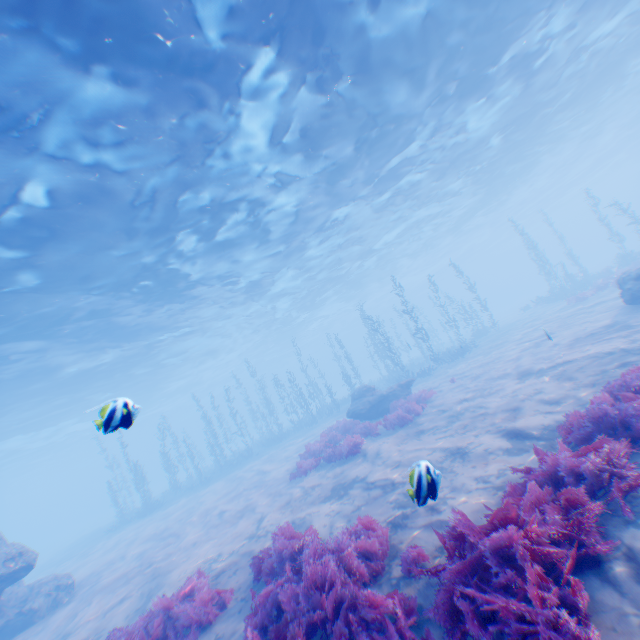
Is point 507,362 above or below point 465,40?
below

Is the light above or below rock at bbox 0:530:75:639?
above

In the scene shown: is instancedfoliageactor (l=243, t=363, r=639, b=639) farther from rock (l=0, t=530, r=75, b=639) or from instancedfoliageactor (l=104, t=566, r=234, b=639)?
rock (l=0, t=530, r=75, b=639)

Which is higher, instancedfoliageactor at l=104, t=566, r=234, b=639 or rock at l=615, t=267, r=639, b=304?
rock at l=615, t=267, r=639, b=304

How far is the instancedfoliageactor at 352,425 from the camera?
12.4 meters

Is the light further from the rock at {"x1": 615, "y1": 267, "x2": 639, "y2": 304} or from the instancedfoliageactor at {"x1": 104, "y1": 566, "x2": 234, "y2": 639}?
the instancedfoliageactor at {"x1": 104, "y1": 566, "x2": 234, "y2": 639}

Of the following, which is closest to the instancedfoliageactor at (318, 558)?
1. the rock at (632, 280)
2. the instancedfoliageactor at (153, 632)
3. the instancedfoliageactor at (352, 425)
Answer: the instancedfoliageactor at (153, 632)

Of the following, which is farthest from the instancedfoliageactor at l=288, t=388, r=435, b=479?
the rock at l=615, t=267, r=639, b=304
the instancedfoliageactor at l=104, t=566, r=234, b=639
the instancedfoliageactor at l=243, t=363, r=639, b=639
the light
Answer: the light
